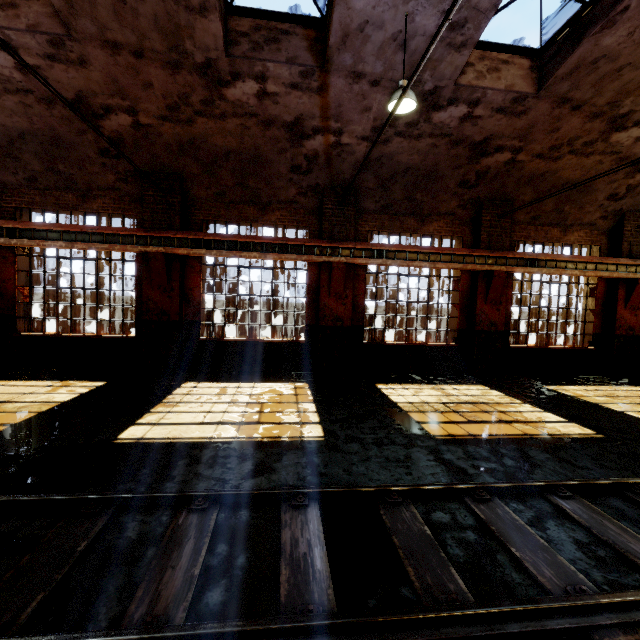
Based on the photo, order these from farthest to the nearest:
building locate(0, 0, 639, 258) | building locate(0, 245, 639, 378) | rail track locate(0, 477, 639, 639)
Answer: building locate(0, 245, 639, 378) → building locate(0, 0, 639, 258) → rail track locate(0, 477, 639, 639)

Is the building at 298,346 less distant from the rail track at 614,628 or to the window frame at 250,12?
the window frame at 250,12

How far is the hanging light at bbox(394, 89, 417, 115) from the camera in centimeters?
570cm

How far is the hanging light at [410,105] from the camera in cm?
570

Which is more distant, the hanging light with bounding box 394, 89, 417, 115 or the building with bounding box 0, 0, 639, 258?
the building with bounding box 0, 0, 639, 258

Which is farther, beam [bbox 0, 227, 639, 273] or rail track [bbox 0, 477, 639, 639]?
beam [bbox 0, 227, 639, 273]

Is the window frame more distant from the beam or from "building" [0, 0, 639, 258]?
the beam

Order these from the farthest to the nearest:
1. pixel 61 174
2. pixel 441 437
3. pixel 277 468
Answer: pixel 61 174 → pixel 441 437 → pixel 277 468
